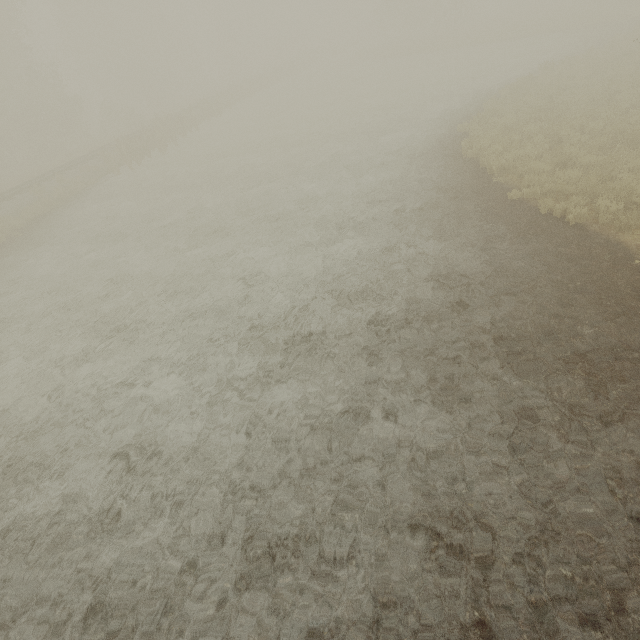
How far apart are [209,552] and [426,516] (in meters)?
2.93
